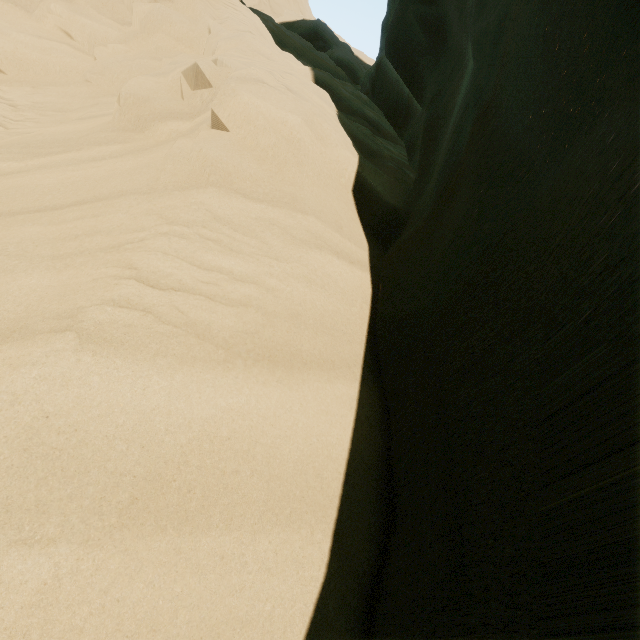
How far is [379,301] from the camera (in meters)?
3.19
